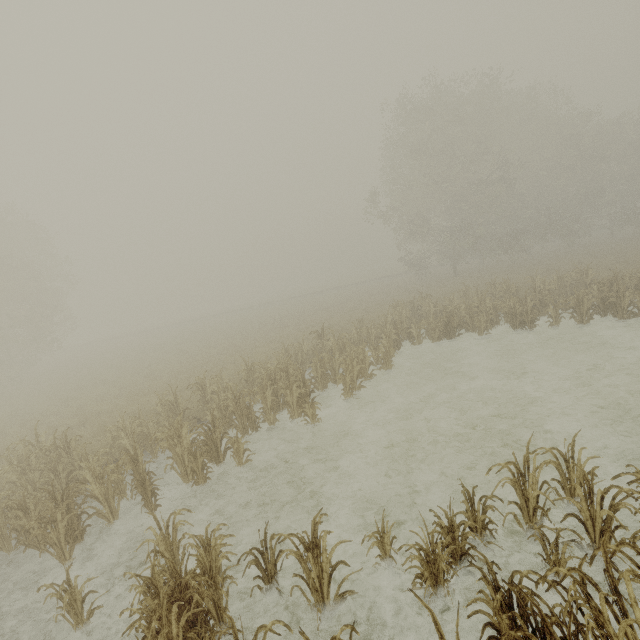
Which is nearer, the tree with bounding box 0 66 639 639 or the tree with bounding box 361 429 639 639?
the tree with bounding box 361 429 639 639

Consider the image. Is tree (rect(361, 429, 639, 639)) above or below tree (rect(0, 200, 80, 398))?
below

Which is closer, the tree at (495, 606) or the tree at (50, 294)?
the tree at (495, 606)

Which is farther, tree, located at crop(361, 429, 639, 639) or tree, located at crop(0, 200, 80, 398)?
tree, located at crop(0, 200, 80, 398)

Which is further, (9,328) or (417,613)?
(9,328)

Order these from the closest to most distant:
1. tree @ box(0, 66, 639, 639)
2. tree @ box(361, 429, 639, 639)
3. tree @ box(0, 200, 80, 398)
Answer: tree @ box(361, 429, 639, 639) < tree @ box(0, 66, 639, 639) < tree @ box(0, 200, 80, 398)

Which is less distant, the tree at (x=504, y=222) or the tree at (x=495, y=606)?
the tree at (x=495, y=606)
